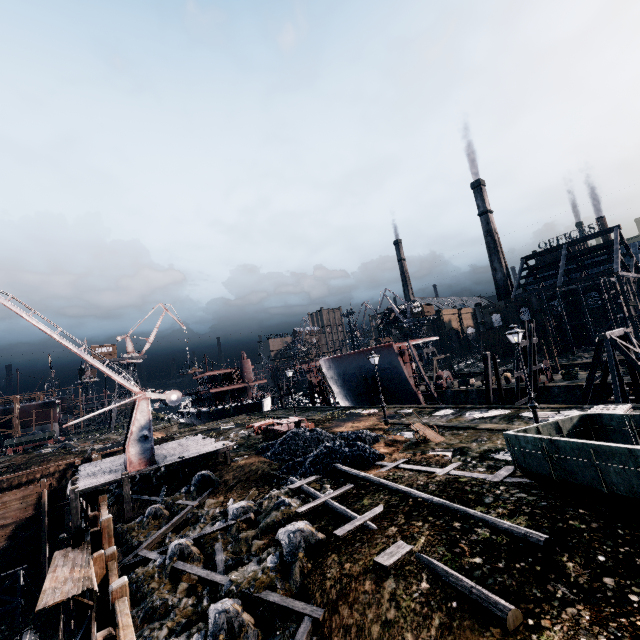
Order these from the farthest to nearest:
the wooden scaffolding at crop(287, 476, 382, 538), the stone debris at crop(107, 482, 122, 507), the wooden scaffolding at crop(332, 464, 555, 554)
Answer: the stone debris at crop(107, 482, 122, 507) → the wooden scaffolding at crop(287, 476, 382, 538) → the wooden scaffolding at crop(332, 464, 555, 554)

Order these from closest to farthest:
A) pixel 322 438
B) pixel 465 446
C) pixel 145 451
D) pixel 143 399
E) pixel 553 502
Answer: pixel 553 502
pixel 465 446
pixel 145 451
pixel 143 399
pixel 322 438

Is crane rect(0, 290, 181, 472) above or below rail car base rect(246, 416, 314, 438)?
above

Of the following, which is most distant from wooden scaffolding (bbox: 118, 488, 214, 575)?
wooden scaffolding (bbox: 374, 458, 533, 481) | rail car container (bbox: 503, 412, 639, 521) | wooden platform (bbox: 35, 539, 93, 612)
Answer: rail car container (bbox: 503, 412, 639, 521)

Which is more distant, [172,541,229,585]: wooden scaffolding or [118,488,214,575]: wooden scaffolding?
[118,488,214,575]: wooden scaffolding

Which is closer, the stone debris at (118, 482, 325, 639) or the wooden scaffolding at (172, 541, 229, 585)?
the stone debris at (118, 482, 325, 639)

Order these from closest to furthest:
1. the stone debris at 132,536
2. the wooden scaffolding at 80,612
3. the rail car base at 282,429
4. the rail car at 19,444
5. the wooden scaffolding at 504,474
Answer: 1. the wooden scaffolding at 504,474
2. the stone debris at 132,536
3. the wooden scaffolding at 80,612
4. the rail car base at 282,429
5. the rail car at 19,444

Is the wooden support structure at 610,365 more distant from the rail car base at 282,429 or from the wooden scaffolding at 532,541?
the rail car base at 282,429
